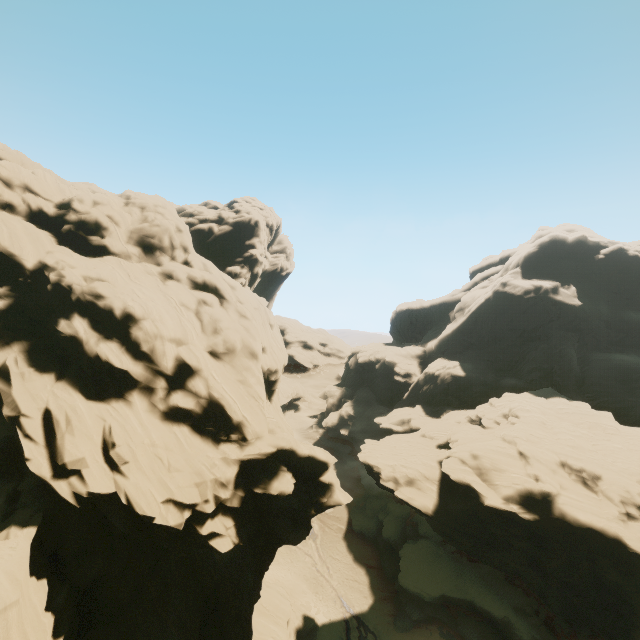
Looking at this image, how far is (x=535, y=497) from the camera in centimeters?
2834cm
